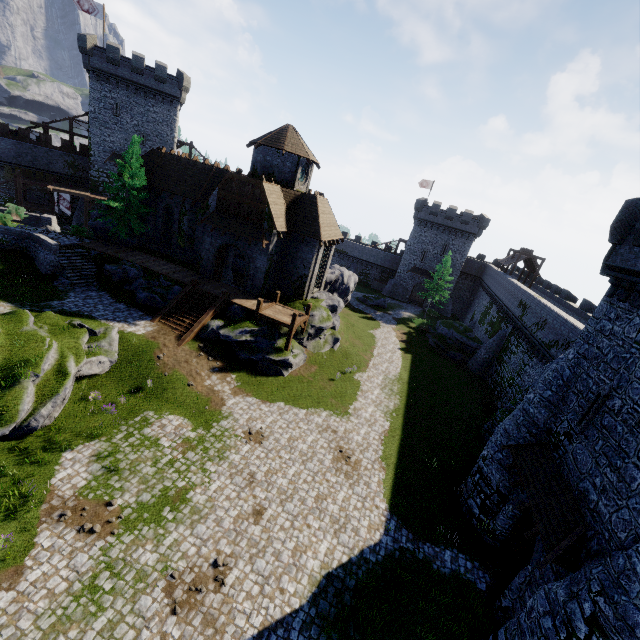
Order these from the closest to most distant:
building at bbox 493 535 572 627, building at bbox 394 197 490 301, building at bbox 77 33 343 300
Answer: building at bbox 493 535 572 627
building at bbox 77 33 343 300
building at bbox 394 197 490 301

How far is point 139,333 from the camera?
21.48m

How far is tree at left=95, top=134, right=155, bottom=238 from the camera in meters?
27.6

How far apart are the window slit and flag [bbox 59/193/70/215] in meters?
53.5

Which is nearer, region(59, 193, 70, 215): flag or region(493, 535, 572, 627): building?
region(493, 535, 572, 627): building

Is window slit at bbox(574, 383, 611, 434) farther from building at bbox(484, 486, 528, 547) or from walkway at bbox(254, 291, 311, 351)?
walkway at bbox(254, 291, 311, 351)

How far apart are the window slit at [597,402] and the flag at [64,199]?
53.5 meters

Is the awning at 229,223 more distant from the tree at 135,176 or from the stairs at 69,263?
the stairs at 69,263
